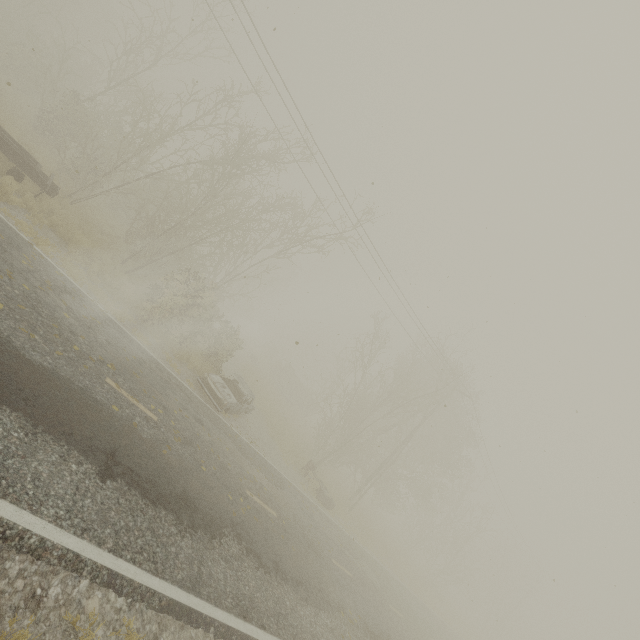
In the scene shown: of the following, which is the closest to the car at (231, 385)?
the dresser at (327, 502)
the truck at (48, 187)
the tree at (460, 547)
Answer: the dresser at (327, 502)

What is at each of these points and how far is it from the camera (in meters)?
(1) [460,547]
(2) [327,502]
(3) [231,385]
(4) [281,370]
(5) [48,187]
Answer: (1) tree, 31.03
(2) dresser, 17.17
(3) car, 14.81
(4) truck, 42.31
(5) truck, 11.62

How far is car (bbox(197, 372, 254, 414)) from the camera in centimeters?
A: 1259cm

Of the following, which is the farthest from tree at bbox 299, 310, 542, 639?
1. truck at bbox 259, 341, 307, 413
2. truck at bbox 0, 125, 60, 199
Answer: truck at bbox 0, 125, 60, 199

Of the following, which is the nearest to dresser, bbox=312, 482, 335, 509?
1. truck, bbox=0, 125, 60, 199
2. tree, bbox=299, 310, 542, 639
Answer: tree, bbox=299, 310, 542, 639

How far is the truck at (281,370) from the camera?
39.22m

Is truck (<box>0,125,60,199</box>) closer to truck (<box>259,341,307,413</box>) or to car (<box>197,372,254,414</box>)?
car (<box>197,372,254,414</box>)

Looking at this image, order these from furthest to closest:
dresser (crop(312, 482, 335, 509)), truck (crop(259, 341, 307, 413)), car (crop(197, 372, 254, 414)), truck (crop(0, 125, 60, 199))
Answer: truck (crop(259, 341, 307, 413)) → dresser (crop(312, 482, 335, 509)) → car (crop(197, 372, 254, 414)) → truck (crop(0, 125, 60, 199))
